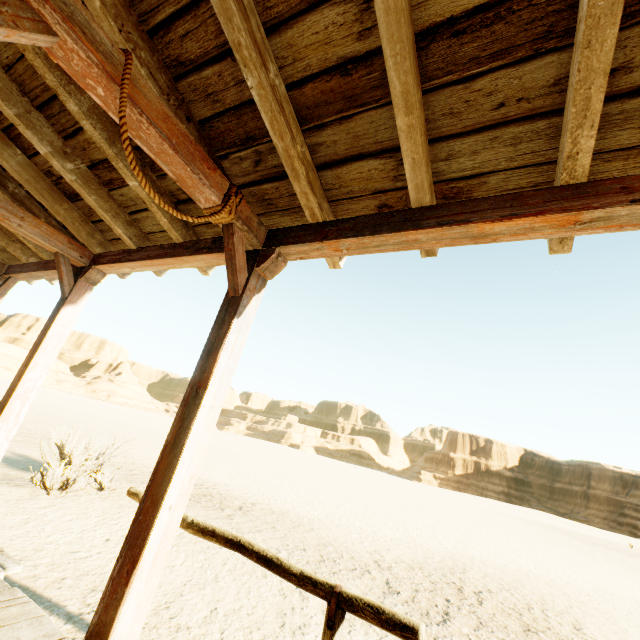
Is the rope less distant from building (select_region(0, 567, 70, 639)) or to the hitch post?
building (select_region(0, 567, 70, 639))

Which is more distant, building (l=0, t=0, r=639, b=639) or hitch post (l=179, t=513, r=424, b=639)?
hitch post (l=179, t=513, r=424, b=639)

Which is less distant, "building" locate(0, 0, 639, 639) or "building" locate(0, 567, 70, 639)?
"building" locate(0, 0, 639, 639)

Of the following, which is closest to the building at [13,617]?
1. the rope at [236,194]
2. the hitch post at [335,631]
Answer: the rope at [236,194]

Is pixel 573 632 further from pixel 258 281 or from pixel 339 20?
pixel 339 20

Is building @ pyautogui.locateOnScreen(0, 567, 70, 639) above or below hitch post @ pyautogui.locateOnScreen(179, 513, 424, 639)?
below

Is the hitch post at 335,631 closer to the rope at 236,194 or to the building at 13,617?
the building at 13,617

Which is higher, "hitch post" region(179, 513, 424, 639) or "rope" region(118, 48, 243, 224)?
"rope" region(118, 48, 243, 224)
